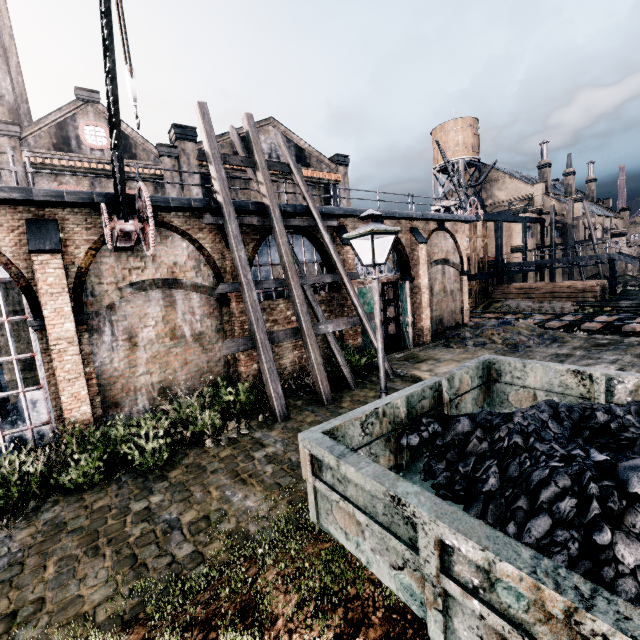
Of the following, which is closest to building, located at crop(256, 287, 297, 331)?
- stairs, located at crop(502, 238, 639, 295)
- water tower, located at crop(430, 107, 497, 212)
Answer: stairs, located at crop(502, 238, 639, 295)

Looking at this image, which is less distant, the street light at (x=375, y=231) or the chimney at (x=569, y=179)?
the street light at (x=375, y=231)

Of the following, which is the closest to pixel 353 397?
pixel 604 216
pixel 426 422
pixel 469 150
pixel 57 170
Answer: pixel 426 422

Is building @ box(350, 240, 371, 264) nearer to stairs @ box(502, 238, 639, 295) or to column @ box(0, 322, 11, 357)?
column @ box(0, 322, 11, 357)

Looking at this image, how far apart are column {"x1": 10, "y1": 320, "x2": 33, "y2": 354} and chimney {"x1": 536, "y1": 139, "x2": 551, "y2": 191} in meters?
64.4 m

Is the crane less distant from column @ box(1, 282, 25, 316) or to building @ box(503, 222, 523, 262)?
column @ box(1, 282, 25, 316)

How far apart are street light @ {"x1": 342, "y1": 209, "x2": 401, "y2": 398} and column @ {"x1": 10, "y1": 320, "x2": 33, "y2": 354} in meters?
15.5

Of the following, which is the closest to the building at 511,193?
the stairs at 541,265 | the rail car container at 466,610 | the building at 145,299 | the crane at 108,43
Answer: the stairs at 541,265
